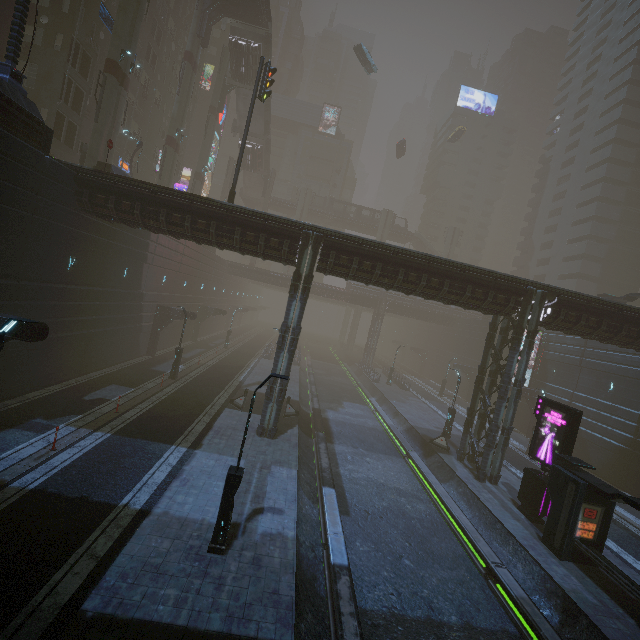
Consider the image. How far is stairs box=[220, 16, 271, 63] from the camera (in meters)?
38.09

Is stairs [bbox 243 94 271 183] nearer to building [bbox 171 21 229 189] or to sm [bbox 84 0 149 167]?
building [bbox 171 21 229 189]

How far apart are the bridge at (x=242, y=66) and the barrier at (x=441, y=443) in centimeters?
4618cm

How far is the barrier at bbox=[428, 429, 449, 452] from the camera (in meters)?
23.32

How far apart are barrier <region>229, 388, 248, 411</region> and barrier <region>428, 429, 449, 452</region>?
13.9m

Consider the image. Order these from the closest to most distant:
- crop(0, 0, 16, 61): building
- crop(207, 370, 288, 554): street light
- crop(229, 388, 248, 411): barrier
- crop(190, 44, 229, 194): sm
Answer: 1. crop(207, 370, 288, 554): street light
2. crop(229, 388, 248, 411): barrier
3. crop(0, 0, 16, 61): building
4. crop(190, 44, 229, 194): sm

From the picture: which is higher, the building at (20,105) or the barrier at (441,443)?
the building at (20,105)

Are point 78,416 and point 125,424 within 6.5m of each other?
yes
